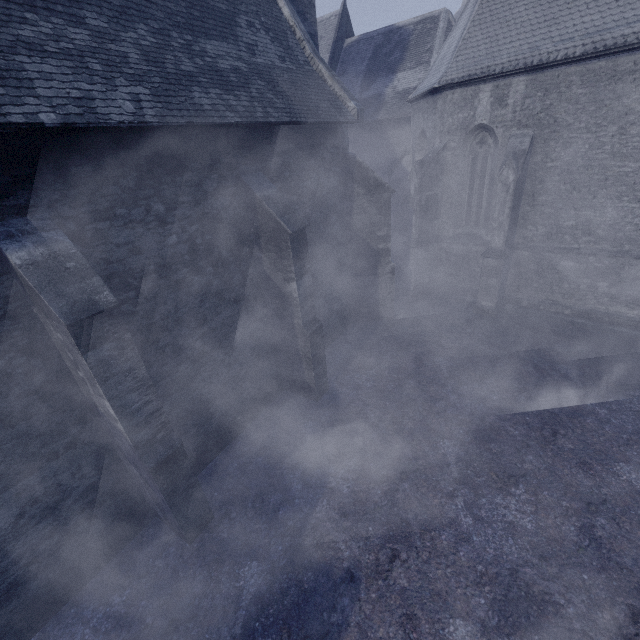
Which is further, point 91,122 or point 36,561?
point 36,561
